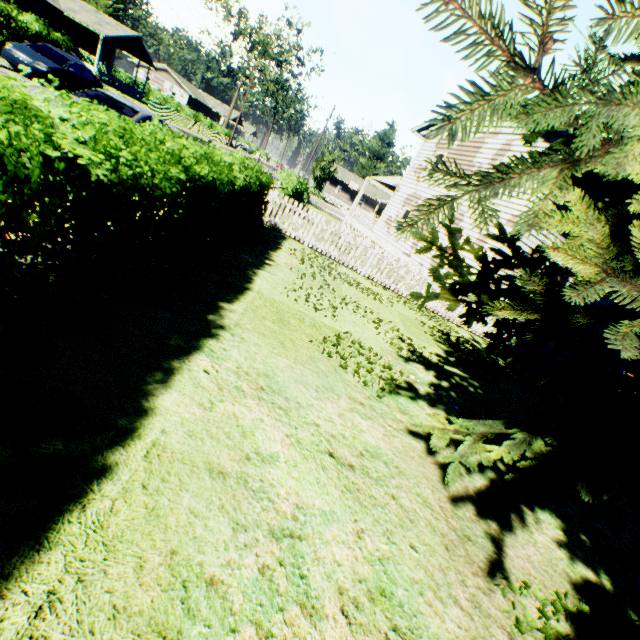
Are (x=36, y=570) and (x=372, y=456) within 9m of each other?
yes

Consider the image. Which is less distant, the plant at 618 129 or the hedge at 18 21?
the plant at 618 129

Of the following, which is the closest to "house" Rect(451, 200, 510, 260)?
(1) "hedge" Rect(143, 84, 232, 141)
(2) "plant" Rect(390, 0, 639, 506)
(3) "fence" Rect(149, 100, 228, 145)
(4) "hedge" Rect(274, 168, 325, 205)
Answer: (2) "plant" Rect(390, 0, 639, 506)

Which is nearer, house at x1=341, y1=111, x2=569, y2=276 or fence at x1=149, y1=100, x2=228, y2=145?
house at x1=341, y1=111, x2=569, y2=276

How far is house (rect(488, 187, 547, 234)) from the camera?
13.2m

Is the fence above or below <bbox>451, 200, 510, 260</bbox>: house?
below

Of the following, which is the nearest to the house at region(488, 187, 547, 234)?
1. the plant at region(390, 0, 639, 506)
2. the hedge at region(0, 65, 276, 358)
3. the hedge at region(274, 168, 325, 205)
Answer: the plant at region(390, 0, 639, 506)

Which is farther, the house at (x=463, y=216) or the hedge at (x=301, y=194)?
the hedge at (x=301, y=194)
